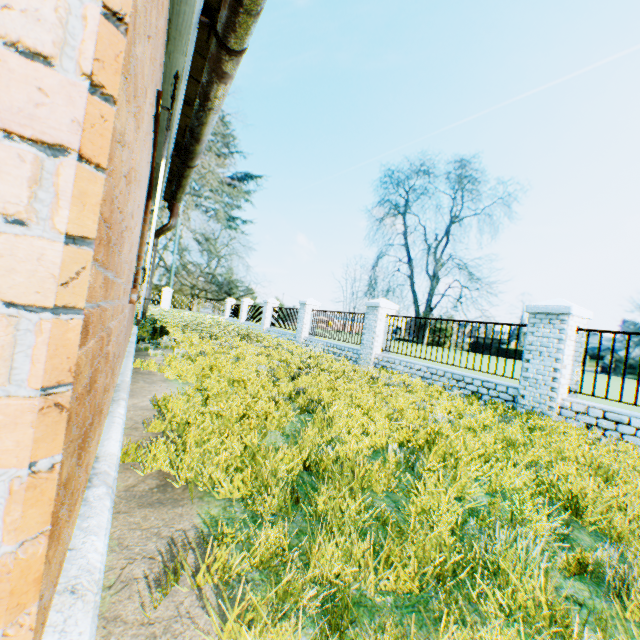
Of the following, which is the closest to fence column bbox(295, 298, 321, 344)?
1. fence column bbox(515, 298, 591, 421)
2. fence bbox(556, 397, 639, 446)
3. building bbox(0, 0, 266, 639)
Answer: building bbox(0, 0, 266, 639)

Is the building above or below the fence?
above

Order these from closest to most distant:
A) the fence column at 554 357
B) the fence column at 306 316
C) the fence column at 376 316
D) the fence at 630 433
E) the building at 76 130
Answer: the building at 76 130 < the fence at 630 433 < the fence column at 554 357 < the fence column at 376 316 < the fence column at 306 316

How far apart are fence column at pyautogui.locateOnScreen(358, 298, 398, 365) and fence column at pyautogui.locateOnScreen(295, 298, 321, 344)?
4.74m

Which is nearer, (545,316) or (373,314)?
(545,316)

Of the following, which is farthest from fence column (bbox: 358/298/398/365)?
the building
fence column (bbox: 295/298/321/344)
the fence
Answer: the building

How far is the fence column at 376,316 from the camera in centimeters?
1104cm

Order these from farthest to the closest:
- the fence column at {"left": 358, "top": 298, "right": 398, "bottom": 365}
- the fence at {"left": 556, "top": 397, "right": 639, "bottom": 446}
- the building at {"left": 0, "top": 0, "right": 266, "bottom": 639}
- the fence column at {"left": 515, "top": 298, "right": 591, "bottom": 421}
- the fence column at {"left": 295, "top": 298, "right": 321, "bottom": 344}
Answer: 1. the fence column at {"left": 295, "top": 298, "right": 321, "bottom": 344}
2. the fence column at {"left": 358, "top": 298, "right": 398, "bottom": 365}
3. the fence column at {"left": 515, "top": 298, "right": 591, "bottom": 421}
4. the fence at {"left": 556, "top": 397, "right": 639, "bottom": 446}
5. the building at {"left": 0, "top": 0, "right": 266, "bottom": 639}
